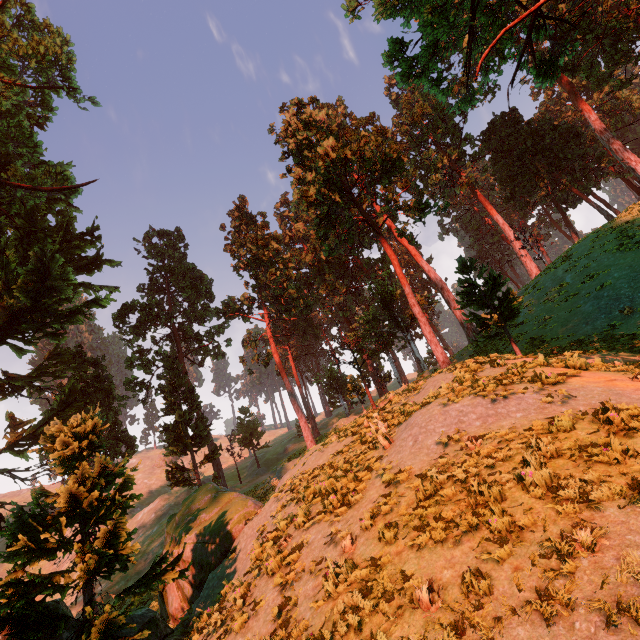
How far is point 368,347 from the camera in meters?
57.5

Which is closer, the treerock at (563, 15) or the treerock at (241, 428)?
the treerock at (563, 15)

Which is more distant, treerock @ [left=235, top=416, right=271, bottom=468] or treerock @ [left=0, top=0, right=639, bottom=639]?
treerock @ [left=235, top=416, right=271, bottom=468]

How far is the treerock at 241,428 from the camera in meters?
43.8

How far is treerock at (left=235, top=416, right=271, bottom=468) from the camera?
43.8m
